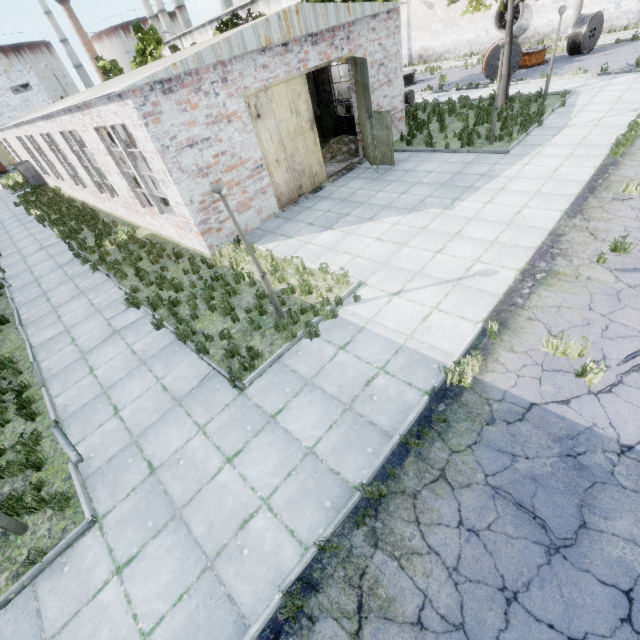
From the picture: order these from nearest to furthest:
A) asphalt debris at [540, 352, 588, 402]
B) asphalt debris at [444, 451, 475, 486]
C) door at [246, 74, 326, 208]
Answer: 1. asphalt debris at [444, 451, 475, 486]
2. asphalt debris at [540, 352, 588, 402]
3. door at [246, 74, 326, 208]

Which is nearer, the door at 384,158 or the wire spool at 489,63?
the door at 384,158

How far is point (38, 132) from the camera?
19.1m

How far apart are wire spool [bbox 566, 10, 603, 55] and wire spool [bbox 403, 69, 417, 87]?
10.0 meters

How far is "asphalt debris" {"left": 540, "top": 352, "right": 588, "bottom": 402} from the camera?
5.0m

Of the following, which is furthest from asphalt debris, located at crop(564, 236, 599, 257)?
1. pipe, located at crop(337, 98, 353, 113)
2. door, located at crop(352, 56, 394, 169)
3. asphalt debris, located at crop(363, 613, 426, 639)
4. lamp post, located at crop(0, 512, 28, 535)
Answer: pipe, located at crop(337, 98, 353, 113)

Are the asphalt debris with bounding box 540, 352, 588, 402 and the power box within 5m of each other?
no

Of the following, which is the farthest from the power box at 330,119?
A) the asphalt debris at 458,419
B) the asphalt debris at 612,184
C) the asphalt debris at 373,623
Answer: the asphalt debris at 373,623
